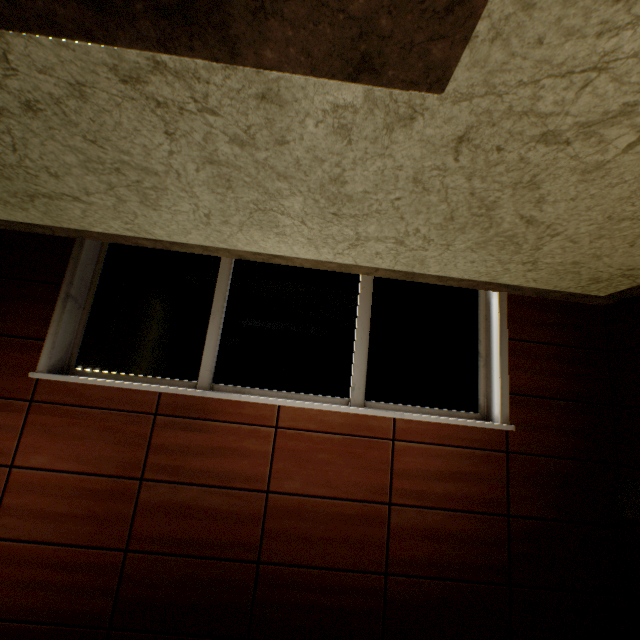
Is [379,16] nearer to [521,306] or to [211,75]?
[211,75]
